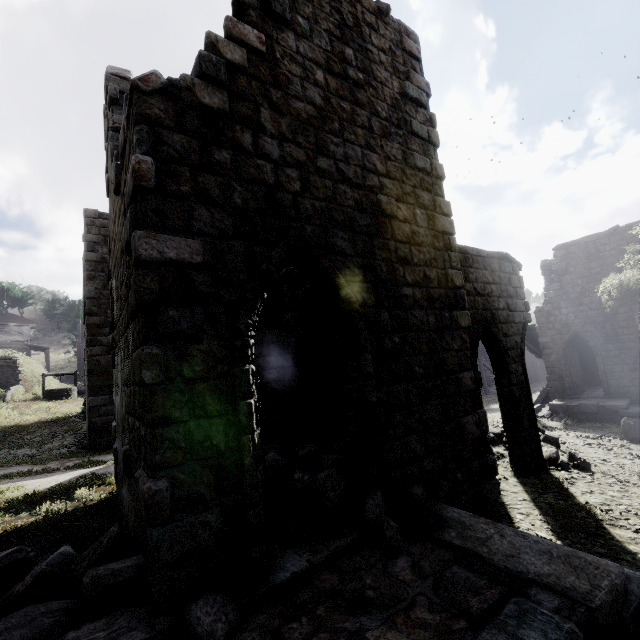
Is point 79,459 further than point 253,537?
Yes

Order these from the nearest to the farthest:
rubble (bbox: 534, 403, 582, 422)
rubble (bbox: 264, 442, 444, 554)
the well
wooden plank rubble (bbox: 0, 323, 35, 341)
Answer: rubble (bbox: 264, 442, 444, 554) < rubble (bbox: 534, 403, 582, 422) < the well < wooden plank rubble (bbox: 0, 323, 35, 341)

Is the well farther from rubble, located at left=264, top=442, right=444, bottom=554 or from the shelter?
rubble, located at left=264, top=442, right=444, bottom=554

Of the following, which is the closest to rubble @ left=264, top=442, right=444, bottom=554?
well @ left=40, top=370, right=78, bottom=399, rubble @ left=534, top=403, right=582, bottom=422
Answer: rubble @ left=534, top=403, right=582, bottom=422

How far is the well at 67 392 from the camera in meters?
23.5 m

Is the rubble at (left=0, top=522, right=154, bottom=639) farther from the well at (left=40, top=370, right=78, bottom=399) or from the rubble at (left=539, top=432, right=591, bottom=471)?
the well at (left=40, top=370, right=78, bottom=399)

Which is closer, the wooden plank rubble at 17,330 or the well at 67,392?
the well at 67,392

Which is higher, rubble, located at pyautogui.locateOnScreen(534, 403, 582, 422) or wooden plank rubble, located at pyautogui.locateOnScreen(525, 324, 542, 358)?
wooden plank rubble, located at pyautogui.locateOnScreen(525, 324, 542, 358)
